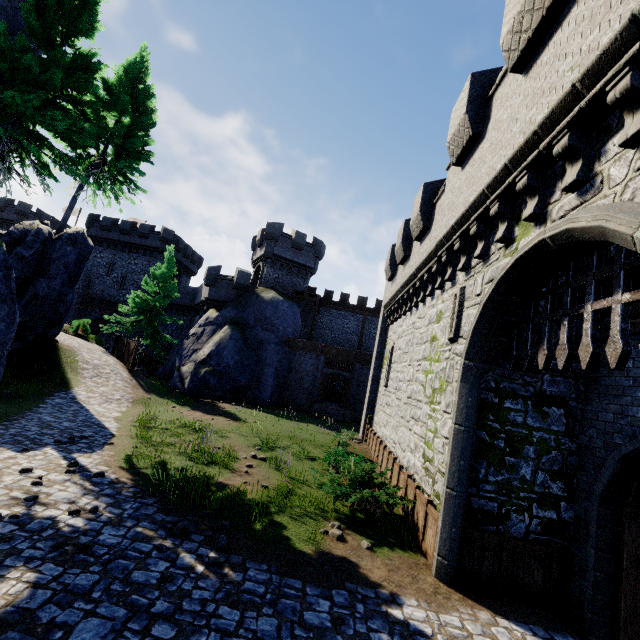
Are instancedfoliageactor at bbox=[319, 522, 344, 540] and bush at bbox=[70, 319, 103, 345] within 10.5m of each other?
no

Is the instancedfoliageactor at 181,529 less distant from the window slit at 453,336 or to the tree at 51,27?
the window slit at 453,336

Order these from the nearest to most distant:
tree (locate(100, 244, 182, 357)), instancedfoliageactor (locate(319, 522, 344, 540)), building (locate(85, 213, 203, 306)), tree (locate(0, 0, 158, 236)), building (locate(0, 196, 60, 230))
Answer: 1. instancedfoliageactor (locate(319, 522, 344, 540))
2. tree (locate(0, 0, 158, 236))
3. tree (locate(100, 244, 182, 357))
4. building (locate(85, 213, 203, 306))
5. building (locate(0, 196, 60, 230))

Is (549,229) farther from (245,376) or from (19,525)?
(245,376)

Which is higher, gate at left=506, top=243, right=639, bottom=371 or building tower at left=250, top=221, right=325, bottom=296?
building tower at left=250, top=221, right=325, bottom=296

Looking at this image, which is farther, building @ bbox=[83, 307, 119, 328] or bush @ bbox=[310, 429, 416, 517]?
building @ bbox=[83, 307, 119, 328]

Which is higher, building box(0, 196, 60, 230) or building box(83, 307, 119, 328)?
building box(0, 196, 60, 230)

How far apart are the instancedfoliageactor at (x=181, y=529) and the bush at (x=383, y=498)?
3.6m
